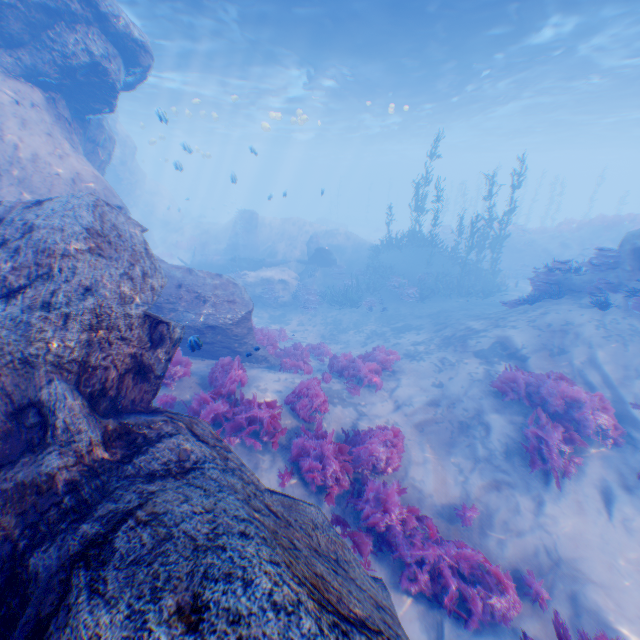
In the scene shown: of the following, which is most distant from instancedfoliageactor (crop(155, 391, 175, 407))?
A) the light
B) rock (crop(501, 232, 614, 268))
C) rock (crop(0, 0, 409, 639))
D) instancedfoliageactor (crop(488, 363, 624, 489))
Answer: rock (crop(501, 232, 614, 268))

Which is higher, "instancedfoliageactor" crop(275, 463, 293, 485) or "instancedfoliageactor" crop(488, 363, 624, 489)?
"instancedfoliageactor" crop(488, 363, 624, 489)

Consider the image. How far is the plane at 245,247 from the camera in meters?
22.4 m

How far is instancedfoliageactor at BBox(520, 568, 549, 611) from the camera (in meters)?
5.15

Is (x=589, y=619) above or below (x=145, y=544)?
below

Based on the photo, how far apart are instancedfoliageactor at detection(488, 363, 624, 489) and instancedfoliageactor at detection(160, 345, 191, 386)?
7.63m

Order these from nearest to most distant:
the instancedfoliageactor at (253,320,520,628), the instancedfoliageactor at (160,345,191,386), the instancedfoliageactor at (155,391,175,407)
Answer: the instancedfoliageactor at (253,320,520,628) < the instancedfoliageactor at (155,391,175,407) < the instancedfoliageactor at (160,345,191,386)

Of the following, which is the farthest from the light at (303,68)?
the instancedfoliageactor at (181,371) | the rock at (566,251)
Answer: the rock at (566,251)
